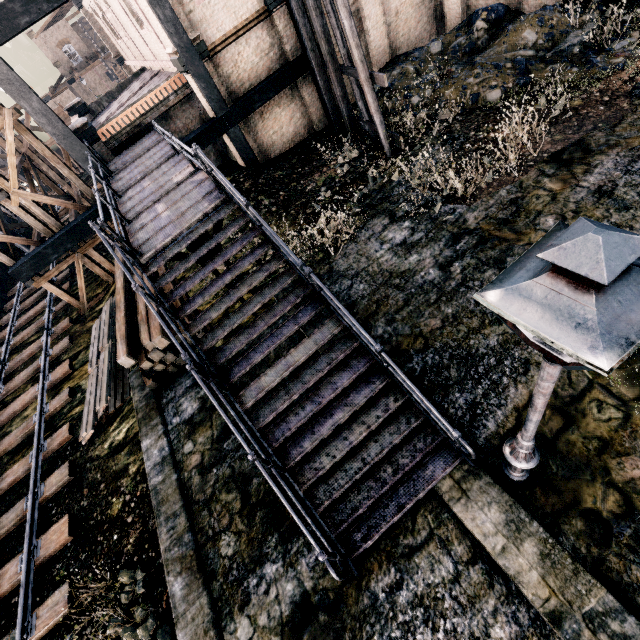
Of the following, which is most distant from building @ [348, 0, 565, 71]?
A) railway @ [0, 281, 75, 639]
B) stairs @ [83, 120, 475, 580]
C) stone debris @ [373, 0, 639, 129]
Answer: railway @ [0, 281, 75, 639]

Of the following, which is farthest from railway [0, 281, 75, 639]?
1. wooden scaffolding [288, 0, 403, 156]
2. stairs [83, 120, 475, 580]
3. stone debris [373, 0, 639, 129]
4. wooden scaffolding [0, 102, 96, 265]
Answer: stone debris [373, 0, 639, 129]

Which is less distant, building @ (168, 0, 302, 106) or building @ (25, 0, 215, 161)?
building @ (168, 0, 302, 106)

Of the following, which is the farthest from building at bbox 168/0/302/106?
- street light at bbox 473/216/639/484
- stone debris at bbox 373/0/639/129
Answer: street light at bbox 473/216/639/484

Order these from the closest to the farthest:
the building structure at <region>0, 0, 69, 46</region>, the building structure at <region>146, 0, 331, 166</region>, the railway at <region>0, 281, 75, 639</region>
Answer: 1. the railway at <region>0, 281, 75, 639</region>
2. the building structure at <region>0, 0, 69, 46</region>
3. the building structure at <region>146, 0, 331, 166</region>

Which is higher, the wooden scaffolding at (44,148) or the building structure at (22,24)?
the building structure at (22,24)

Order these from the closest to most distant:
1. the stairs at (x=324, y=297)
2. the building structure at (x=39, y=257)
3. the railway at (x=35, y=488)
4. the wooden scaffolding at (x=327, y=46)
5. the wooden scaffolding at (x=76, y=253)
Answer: the stairs at (x=324, y=297)
the railway at (x=35, y=488)
the wooden scaffolding at (x=327, y=46)
the building structure at (x=39, y=257)
the wooden scaffolding at (x=76, y=253)

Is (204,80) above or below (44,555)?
above
